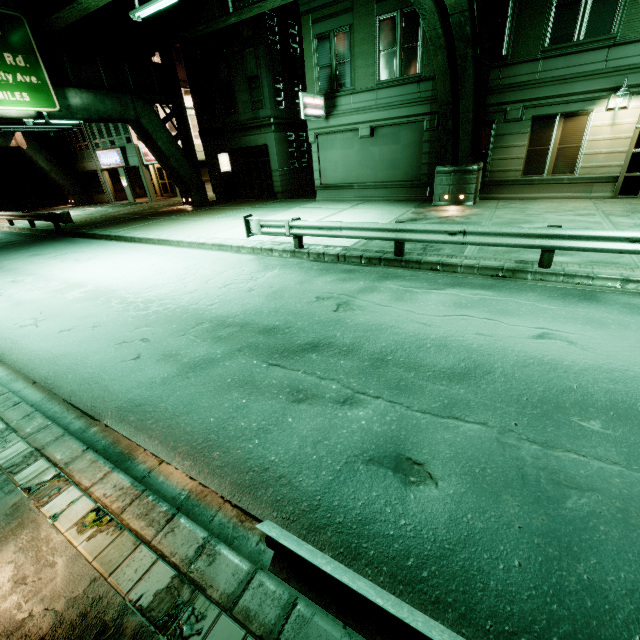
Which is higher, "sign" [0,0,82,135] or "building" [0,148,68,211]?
"sign" [0,0,82,135]

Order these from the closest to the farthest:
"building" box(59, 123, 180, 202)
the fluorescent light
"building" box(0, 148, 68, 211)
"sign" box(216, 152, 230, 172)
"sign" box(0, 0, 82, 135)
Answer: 1. the fluorescent light
2. "sign" box(0, 0, 82, 135)
3. "sign" box(216, 152, 230, 172)
4. "building" box(59, 123, 180, 202)
5. "building" box(0, 148, 68, 211)

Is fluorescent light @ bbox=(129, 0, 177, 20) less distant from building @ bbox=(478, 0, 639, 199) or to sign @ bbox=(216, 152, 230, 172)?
building @ bbox=(478, 0, 639, 199)

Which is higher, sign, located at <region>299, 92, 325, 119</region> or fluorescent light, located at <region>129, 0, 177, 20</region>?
fluorescent light, located at <region>129, 0, 177, 20</region>

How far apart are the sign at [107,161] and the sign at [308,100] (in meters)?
20.16

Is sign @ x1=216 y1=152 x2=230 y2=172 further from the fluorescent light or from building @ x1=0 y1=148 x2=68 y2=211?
building @ x1=0 y1=148 x2=68 y2=211

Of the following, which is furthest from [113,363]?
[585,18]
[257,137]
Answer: [257,137]

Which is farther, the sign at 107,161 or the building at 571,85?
the sign at 107,161
